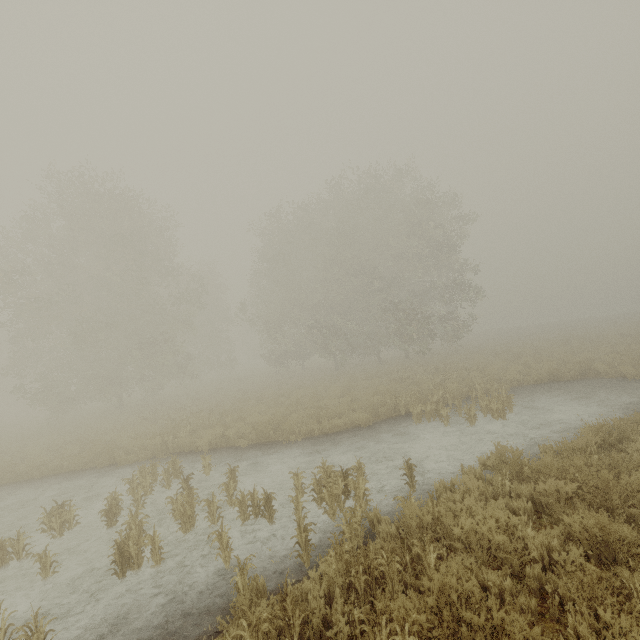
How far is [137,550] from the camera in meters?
6.1
